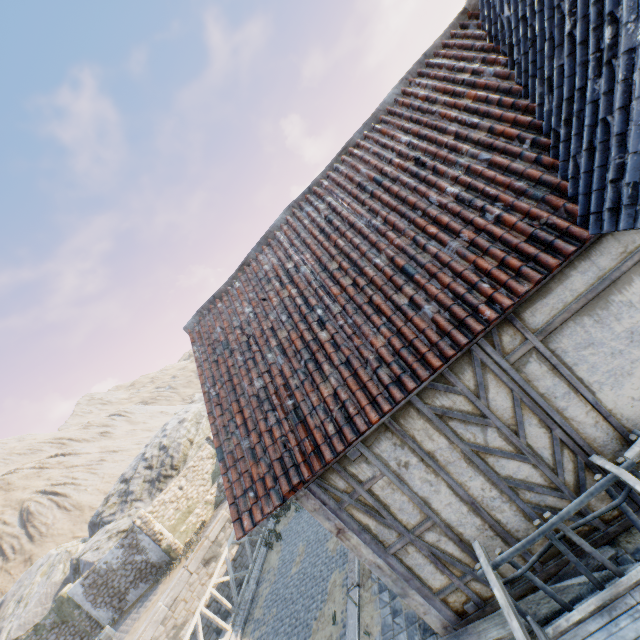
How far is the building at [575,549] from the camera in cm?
379

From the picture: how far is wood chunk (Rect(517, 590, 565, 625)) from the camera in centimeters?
358cm

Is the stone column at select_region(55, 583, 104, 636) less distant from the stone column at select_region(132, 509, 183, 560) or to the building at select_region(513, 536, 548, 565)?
the stone column at select_region(132, 509, 183, 560)

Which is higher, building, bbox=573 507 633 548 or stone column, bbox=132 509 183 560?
stone column, bbox=132 509 183 560

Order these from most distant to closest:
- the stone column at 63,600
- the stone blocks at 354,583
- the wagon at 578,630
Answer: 1. the stone column at 63,600
2. the stone blocks at 354,583
3. the wagon at 578,630

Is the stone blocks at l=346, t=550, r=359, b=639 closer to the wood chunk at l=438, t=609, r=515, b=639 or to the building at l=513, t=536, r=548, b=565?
the wood chunk at l=438, t=609, r=515, b=639

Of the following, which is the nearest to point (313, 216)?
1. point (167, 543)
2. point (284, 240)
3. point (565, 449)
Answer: point (284, 240)

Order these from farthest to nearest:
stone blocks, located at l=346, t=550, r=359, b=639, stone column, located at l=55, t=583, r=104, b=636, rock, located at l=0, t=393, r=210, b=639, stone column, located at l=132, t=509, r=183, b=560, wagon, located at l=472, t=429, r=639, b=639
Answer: rock, located at l=0, t=393, r=210, b=639, stone column, located at l=55, t=583, r=104, b=636, stone column, located at l=132, t=509, r=183, b=560, stone blocks, located at l=346, t=550, r=359, b=639, wagon, located at l=472, t=429, r=639, b=639
